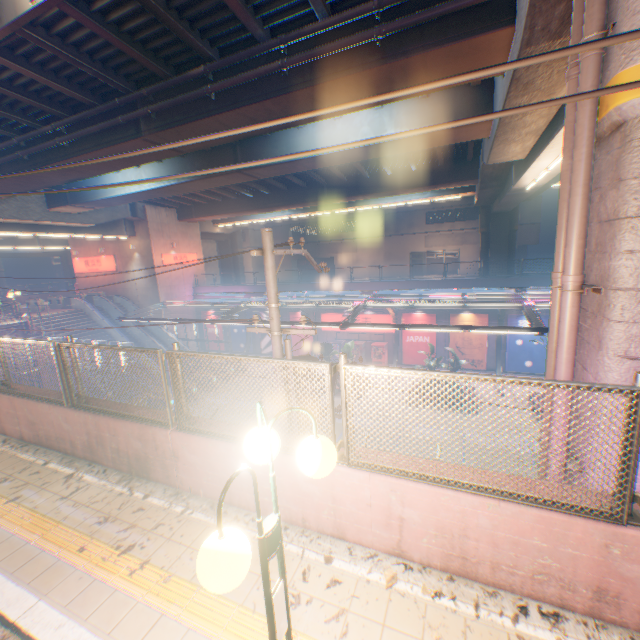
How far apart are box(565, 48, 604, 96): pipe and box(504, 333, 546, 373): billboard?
20.73m

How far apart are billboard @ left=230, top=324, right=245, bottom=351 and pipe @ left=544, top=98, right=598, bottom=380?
29.2m

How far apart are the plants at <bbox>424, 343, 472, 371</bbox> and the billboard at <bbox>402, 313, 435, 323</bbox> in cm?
530

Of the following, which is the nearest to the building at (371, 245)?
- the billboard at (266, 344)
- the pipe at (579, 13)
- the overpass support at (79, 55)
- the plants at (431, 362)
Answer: the overpass support at (79, 55)

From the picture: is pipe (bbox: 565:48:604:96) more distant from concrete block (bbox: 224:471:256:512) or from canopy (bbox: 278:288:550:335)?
canopy (bbox: 278:288:550:335)

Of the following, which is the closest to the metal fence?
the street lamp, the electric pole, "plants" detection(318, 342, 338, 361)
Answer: the street lamp

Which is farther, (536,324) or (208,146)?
(208,146)

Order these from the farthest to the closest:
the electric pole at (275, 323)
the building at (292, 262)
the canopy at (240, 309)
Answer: the building at (292, 262)
the canopy at (240, 309)
the electric pole at (275, 323)
